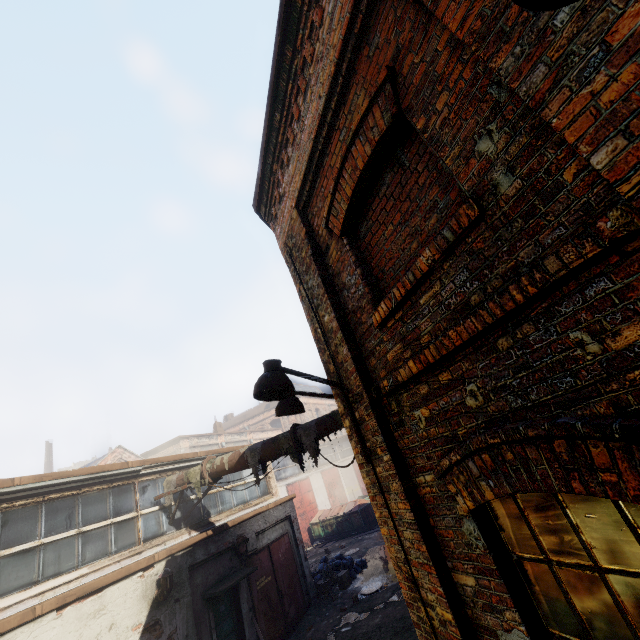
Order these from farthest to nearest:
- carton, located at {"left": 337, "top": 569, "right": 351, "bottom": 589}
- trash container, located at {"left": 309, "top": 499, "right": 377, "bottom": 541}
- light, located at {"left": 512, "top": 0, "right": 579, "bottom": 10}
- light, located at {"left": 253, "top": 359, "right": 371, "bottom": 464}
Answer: trash container, located at {"left": 309, "top": 499, "right": 377, "bottom": 541}
carton, located at {"left": 337, "top": 569, "right": 351, "bottom": 589}
light, located at {"left": 253, "top": 359, "right": 371, "bottom": 464}
light, located at {"left": 512, "top": 0, "right": 579, "bottom": 10}

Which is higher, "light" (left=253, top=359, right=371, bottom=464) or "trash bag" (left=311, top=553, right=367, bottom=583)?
"light" (left=253, top=359, right=371, bottom=464)

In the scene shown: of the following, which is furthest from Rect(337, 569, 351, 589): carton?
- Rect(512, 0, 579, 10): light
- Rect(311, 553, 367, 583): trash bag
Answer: Rect(512, 0, 579, 10): light

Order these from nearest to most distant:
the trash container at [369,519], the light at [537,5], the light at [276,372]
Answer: the light at [537,5] < the light at [276,372] < the trash container at [369,519]

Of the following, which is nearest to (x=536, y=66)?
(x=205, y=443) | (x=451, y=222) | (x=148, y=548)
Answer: (x=451, y=222)

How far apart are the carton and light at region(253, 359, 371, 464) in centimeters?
1331cm

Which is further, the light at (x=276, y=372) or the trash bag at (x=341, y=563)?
the trash bag at (x=341, y=563)

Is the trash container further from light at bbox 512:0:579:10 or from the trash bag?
light at bbox 512:0:579:10
